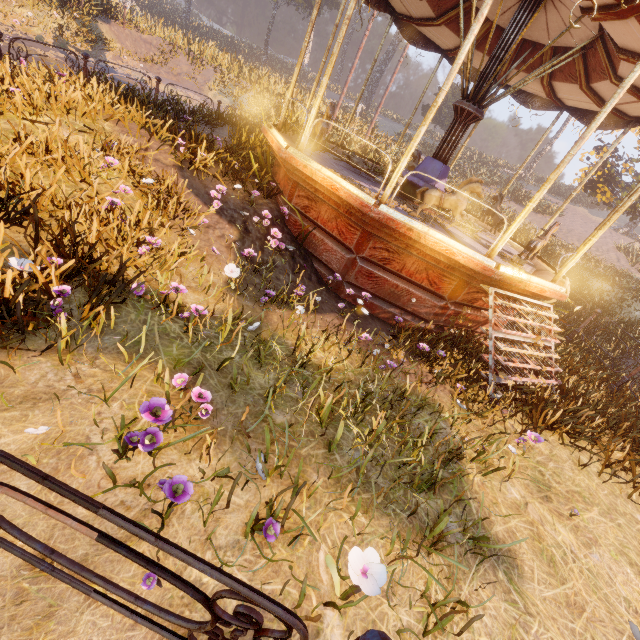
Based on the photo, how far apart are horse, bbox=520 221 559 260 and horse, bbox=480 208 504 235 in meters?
2.1 m

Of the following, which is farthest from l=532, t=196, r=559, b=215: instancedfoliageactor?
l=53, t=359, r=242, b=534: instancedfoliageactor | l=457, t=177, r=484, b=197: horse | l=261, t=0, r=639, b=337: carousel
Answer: l=53, t=359, r=242, b=534: instancedfoliageactor

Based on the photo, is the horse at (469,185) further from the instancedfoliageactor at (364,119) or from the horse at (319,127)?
the horse at (319,127)

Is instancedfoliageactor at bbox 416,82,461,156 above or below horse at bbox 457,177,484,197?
above

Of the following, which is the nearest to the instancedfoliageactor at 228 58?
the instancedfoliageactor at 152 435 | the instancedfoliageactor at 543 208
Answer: the instancedfoliageactor at 543 208

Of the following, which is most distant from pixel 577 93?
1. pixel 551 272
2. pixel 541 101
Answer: pixel 551 272

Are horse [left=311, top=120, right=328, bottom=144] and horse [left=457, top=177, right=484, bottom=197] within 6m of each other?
yes

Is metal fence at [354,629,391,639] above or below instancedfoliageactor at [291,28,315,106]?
below
